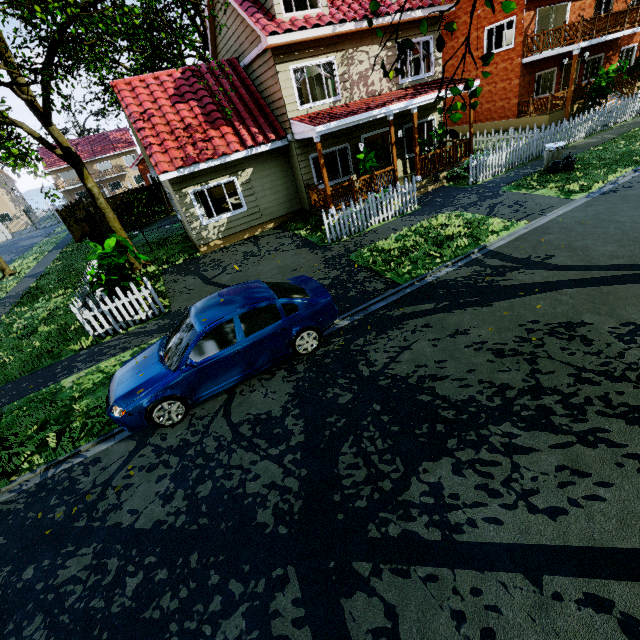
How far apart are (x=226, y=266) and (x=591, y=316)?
10.3 meters

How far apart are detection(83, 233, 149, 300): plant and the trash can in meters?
14.6 m

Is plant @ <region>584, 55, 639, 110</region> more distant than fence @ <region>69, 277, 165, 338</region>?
Yes

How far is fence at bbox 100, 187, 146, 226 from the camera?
24.16m

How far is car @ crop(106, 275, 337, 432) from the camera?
5.4m

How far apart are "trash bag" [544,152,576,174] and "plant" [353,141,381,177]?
6.0 meters

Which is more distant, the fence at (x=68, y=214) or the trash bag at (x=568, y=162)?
the fence at (x=68, y=214)

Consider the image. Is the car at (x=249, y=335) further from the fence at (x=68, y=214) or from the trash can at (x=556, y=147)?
the trash can at (x=556, y=147)
